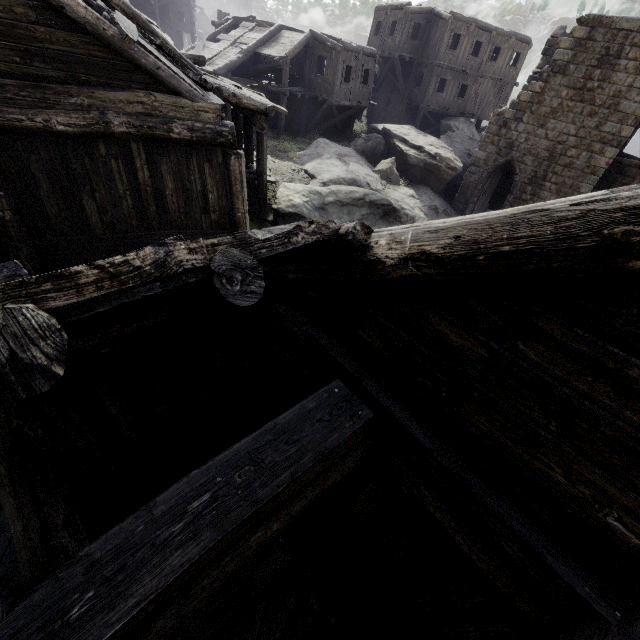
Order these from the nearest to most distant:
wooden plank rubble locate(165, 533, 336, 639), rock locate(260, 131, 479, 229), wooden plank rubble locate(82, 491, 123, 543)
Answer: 1. wooden plank rubble locate(165, 533, 336, 639)
2. wooden plank rubble locate(82, 491, 123, 543)
3. rock locate(260, 131, 479, 229)

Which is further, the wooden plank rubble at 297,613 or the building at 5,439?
the wooden plank rubble at 297,613

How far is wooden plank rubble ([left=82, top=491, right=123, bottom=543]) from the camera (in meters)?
4.88

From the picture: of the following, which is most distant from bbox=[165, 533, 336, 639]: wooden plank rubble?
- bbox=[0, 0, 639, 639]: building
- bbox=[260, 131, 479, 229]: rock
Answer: bbox=[260, 131, 479, 229]: rock

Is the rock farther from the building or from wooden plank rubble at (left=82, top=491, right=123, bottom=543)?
wooden plank rubble at (left=82, top=491, right=123, bottom=543)

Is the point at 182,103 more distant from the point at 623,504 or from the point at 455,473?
the point at 623,504

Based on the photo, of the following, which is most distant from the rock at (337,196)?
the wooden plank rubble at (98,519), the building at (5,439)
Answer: the wooden plank rubble at (98,519)

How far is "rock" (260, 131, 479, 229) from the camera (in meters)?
13.52
